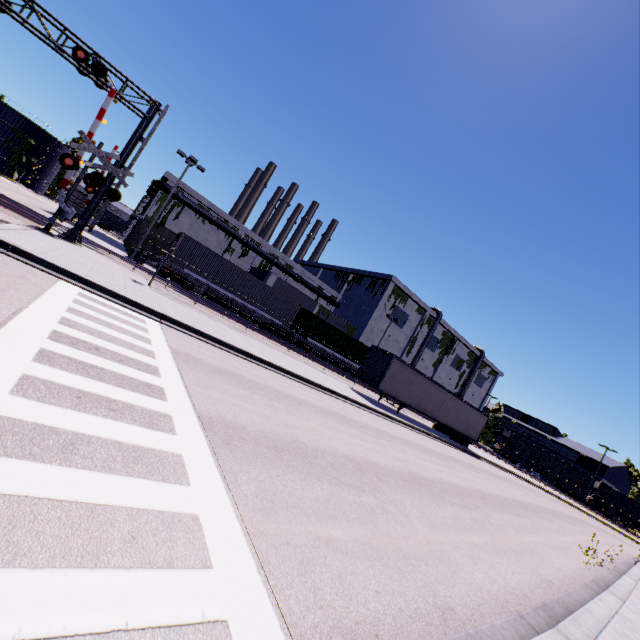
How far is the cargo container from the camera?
25.59m

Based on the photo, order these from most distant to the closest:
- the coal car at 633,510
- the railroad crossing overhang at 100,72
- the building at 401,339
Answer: the coal car at 633,510, the building at 401,339, the railroad crossing overhang at 100,72

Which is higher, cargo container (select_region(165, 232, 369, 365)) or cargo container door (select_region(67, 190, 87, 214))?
cargo container (select_region(165, 232, 369, 365))

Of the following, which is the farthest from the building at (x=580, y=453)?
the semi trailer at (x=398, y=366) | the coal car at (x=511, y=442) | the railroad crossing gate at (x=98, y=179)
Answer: the railroad crossing gate at (x=98, y=179)

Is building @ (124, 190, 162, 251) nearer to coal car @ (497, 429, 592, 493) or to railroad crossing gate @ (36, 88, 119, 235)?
coal car @ (497, 429, 592, 493)

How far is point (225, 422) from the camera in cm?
578

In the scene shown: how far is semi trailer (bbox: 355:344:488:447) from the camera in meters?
23.4 m
